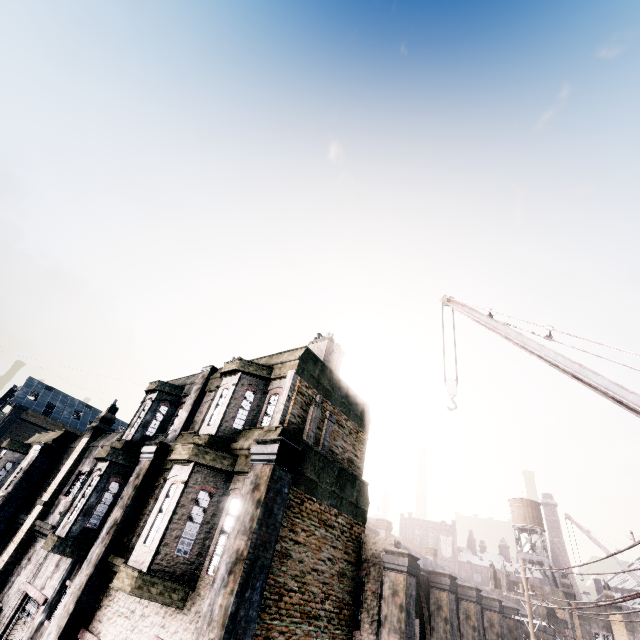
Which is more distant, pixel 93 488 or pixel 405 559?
pixel 93 488

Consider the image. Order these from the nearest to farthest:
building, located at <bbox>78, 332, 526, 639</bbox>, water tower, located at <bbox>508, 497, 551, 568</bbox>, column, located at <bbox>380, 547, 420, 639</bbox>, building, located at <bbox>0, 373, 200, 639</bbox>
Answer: building, located at <bbox>78, 332, 526, 639</bbox> → column, located at <bbox>380, 547, 420, 639</bbox> → building, located at <bbox>0, 373, 200, 639</bbox> → water tower, located at <bbox>508, 497, 551, 568</bbox>

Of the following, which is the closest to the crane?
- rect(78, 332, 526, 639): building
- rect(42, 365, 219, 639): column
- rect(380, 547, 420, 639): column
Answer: rect(78, 332, 526, 639): building

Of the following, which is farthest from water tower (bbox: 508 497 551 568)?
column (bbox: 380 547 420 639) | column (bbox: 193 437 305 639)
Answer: column (bbox: 193 437 305 639)

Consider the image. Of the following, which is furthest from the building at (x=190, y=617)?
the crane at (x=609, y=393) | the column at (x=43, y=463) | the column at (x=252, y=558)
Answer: the column at (x=43, y=463)

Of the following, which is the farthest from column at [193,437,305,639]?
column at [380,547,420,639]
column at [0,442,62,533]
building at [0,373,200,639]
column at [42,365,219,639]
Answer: column at [0,442,62,533]

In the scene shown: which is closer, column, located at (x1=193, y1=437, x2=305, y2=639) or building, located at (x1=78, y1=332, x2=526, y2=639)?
column, located at (x1=193, y1=437, x2=305, y2=639)

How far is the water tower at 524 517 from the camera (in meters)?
36.88
